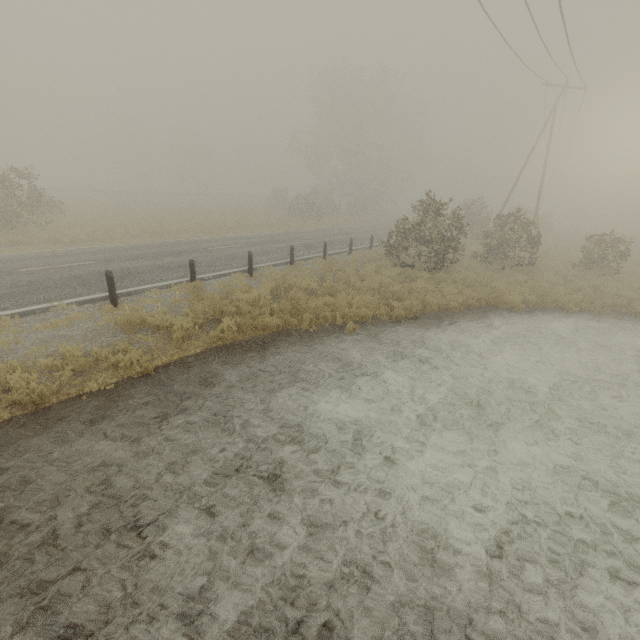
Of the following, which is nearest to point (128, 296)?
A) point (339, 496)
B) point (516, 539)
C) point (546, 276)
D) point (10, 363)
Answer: point (10, 363)

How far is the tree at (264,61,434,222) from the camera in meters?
38.4 m

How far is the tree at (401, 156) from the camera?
38.4 meters
